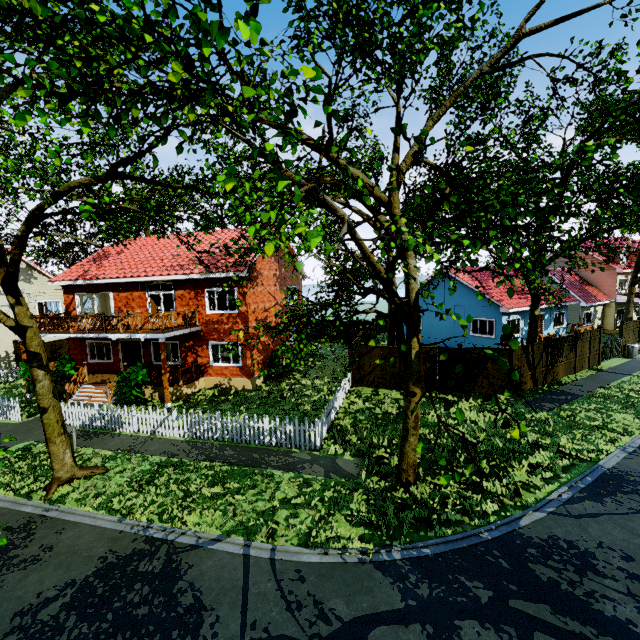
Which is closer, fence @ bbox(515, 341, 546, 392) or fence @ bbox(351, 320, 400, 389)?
fence @ bbox(515, 341, 546, 392)

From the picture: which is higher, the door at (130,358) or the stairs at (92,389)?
the door at (130,358)

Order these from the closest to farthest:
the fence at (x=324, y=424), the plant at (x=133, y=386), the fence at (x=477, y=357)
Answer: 1. the fence at (x=324, y=424)
2. the plant at (x=133, y=386)
3. the fence at (x=477, y=357)

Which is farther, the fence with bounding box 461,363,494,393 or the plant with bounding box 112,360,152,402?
the fence with bounding box 461,363,494,393

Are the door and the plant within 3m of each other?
no

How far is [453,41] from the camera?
5.5 meters

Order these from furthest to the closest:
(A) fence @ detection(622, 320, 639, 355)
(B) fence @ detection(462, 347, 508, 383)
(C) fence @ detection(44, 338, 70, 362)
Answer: (C) fence @ detection(44, 338, 70, 362) → (A) fence @ detection(622, 320, 639, 355) → (B) fence @ detection(462, 347, 508, 383)
